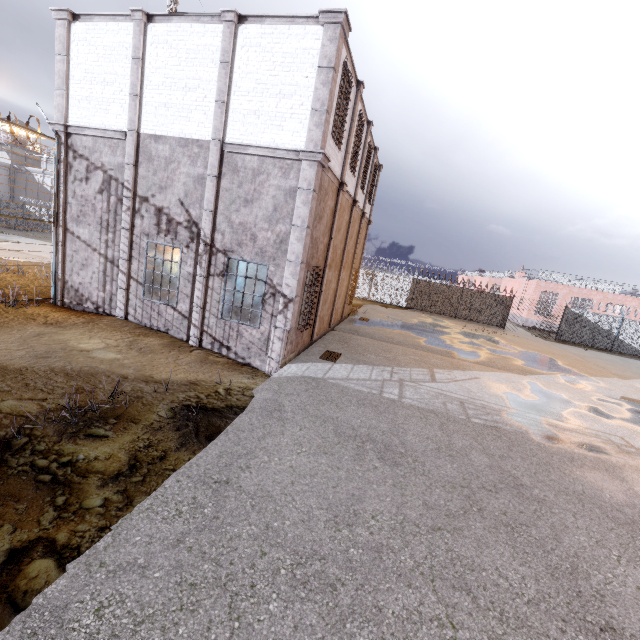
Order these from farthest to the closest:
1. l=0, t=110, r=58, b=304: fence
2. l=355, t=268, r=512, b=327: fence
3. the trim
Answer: l=355, t=268, r=512, b=327: fence
l=0, t=110, r=58, b=304: fence
the trim

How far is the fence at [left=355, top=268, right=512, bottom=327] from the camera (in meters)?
27.67

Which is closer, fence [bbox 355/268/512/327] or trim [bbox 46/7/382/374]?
trim [bbox 46/7/382/374]

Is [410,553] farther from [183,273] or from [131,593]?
[183,273]

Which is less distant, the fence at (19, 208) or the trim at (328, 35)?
the trim at (328, 35)

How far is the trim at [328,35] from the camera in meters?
8.4
